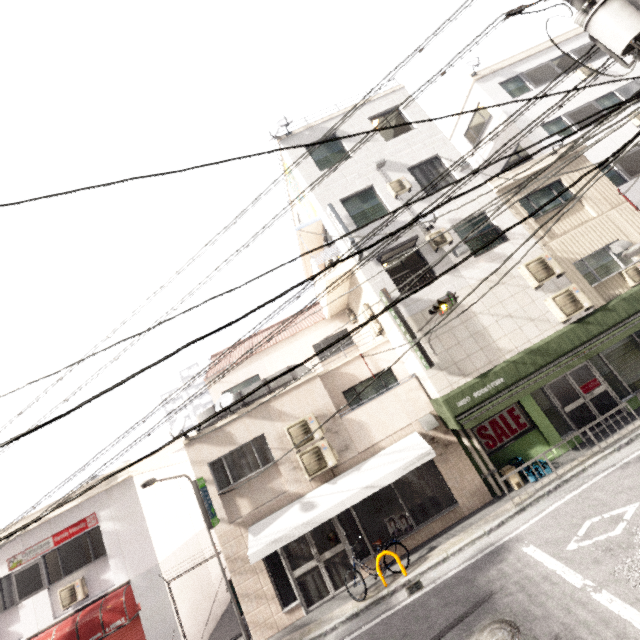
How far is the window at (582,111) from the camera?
14.3m

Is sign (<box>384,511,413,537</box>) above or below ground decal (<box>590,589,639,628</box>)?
above

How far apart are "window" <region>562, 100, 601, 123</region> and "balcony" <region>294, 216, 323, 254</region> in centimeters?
1201cm

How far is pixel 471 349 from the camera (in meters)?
10.29

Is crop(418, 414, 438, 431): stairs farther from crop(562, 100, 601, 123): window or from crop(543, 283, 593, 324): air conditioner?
crop(562, 100, 601, 123): window

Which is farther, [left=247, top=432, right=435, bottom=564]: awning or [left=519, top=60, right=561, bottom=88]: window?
[left=519, top=60, right=561, bottom=88]: window

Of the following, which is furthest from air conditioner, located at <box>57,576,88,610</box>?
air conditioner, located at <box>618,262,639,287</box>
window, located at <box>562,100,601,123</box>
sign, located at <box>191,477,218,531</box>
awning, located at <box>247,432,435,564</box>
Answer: window, located at <box>562,100,601,123</box>

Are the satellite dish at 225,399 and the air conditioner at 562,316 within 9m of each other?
no
